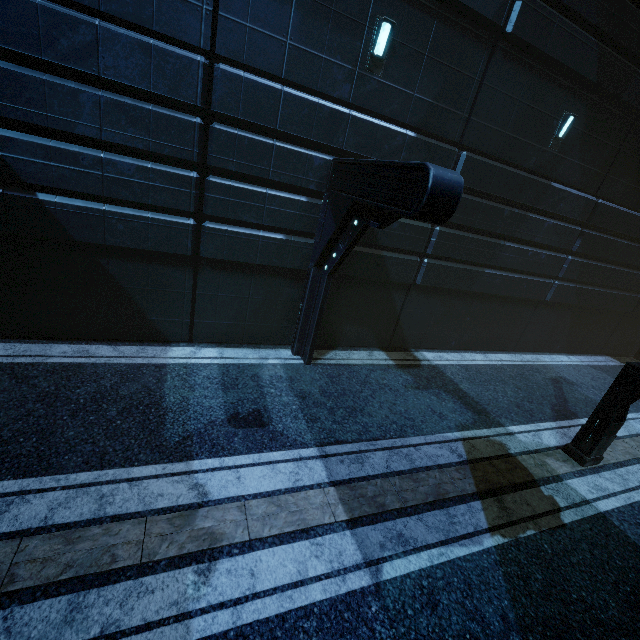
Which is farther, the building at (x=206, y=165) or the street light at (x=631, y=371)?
the street light at (x=631, y=371)

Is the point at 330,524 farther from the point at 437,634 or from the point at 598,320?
the point at 598,320

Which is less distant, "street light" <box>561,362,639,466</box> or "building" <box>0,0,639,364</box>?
"building" <box>0,0,639,364</box>
